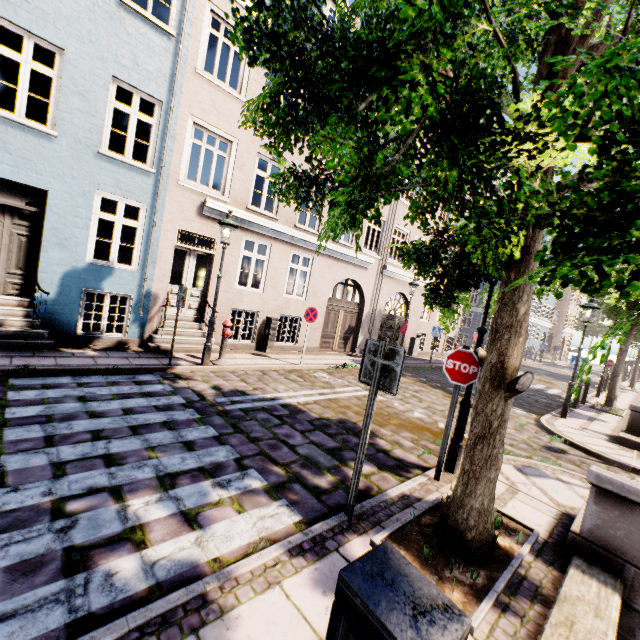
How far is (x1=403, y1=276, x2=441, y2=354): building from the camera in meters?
18.1

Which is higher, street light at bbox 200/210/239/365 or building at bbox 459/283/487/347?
street light at bbox 200/210/239/365

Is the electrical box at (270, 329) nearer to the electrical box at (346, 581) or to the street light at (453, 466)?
the street light at (453, 466)

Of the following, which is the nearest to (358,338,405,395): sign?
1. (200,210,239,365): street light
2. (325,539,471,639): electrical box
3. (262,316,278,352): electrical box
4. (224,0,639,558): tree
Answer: (224,0,639,558): tree

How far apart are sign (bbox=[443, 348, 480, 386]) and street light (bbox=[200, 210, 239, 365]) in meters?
5.7

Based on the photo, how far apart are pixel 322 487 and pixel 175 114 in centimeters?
964cm

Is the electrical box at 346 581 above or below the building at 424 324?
below

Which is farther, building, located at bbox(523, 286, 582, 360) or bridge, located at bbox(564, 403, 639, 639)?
building, located at bbox(523, 286, 582, 360)
